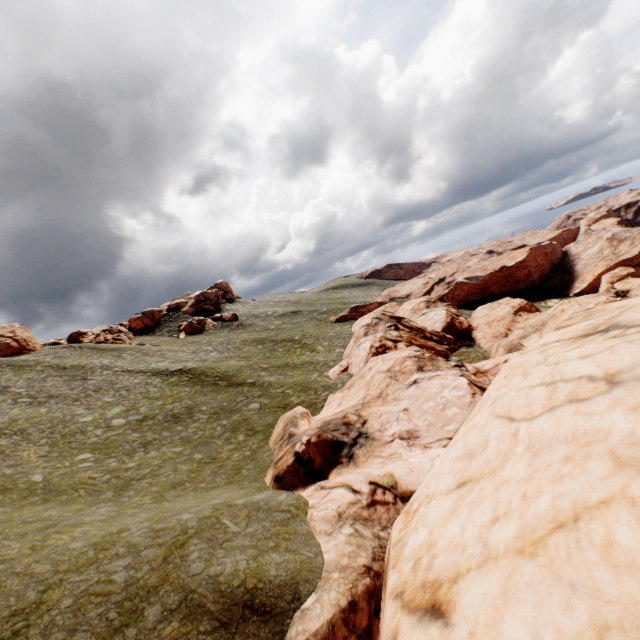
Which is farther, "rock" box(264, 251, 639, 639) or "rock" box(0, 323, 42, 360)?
"rock" box(0, 323, 42, 360)

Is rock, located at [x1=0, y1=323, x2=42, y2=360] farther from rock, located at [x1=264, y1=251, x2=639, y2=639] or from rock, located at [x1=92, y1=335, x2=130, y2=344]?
rock, located at [x1=264, y1=251, x2=639, y2=639]

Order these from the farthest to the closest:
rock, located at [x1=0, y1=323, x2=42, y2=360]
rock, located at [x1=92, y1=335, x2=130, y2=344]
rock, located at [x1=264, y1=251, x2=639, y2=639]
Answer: rock, located at [x1=92, y1=335, x2=130, y2=344] < rock, located at [x1=0, y1=323, x2=42, y2=360] < rock, located at [x1=264, y1=251, x2=639, y2=639]

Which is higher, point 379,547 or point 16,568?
point 16,568

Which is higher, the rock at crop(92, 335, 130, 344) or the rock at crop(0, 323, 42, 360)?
the rock at crop(0, 323, 42, 360)

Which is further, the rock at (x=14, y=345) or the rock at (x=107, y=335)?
the rock at (x=107, y=335)

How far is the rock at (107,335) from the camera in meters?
56.9 m
